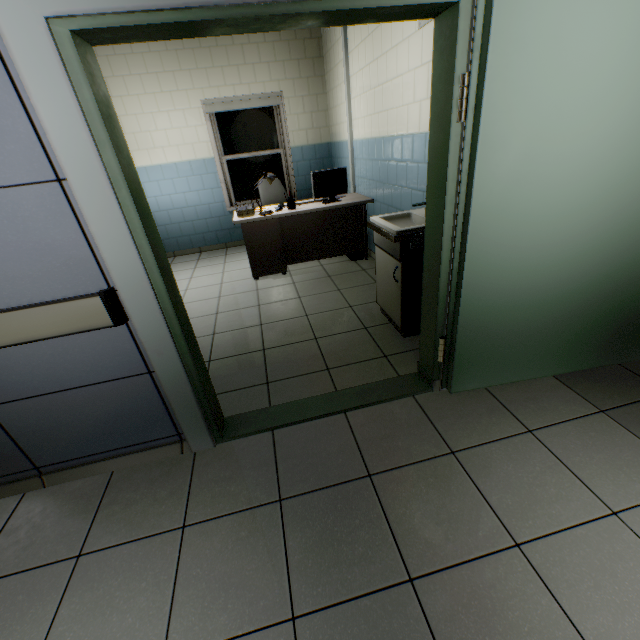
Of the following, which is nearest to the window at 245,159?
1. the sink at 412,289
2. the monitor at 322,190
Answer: the monitor at 322,190

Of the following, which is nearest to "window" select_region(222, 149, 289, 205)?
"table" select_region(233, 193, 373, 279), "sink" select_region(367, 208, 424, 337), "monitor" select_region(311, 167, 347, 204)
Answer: "table" select_region(233, 193, 373, 279)

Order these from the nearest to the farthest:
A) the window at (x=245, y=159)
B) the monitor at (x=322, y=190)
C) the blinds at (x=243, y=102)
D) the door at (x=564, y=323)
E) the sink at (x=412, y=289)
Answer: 1. the door at (x=564, y=323)
2. the sink at (x=412, y=289)
3. the monitor at (x=322, y=190)
4. the blinds at (x=243, y=102)
5. the window at (x=245, y=159)

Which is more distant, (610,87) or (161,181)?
Answer: (161,181)

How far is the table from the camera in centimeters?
427cm

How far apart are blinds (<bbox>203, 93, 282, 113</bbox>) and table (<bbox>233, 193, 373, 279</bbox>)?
1.8 meters

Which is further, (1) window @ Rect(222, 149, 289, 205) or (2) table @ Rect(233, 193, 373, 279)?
(1) window @ Rect(222, 149, 289, 205)

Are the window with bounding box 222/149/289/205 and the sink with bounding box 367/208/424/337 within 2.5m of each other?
no
